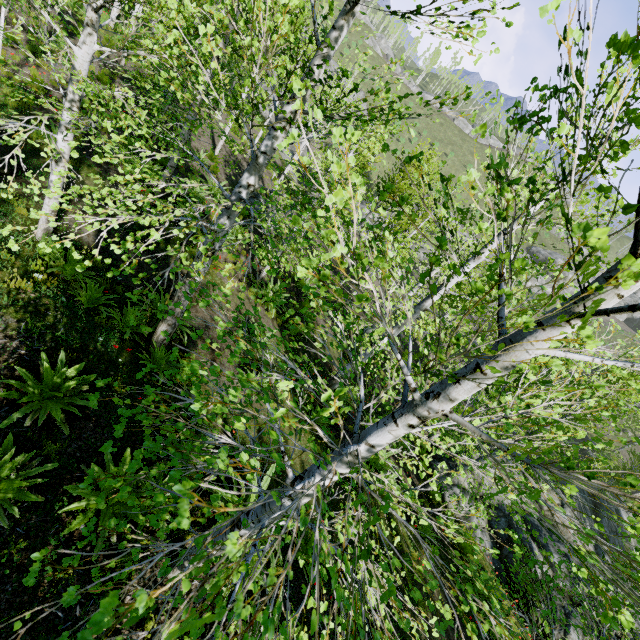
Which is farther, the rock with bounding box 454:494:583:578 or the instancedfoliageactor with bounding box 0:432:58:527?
the rock with bounding box 454:494:583:578

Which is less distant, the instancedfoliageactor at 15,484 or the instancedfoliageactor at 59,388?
the instancedfoliageactor at 15,484

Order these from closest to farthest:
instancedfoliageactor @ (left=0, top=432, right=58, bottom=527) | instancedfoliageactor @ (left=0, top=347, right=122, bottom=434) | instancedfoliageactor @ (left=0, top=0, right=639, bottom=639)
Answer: instancedfoliageactor @ (left=0, top=0, right=639, bottom=639), instancedfoliageactor @ (left=0, top=432, right=58, bottom=527), instancedfoliageactor @ (left=0, top=347, right=122, bottom=434)

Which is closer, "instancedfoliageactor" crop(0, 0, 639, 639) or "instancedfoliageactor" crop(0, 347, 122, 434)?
"instancedfoliageactor" crop(0, 0, 639, 639)

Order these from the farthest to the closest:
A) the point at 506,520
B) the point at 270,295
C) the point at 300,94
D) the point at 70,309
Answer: the point at 506,520
the point at 270,295
the point at 70,309
the point at 300,94

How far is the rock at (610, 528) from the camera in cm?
2019
